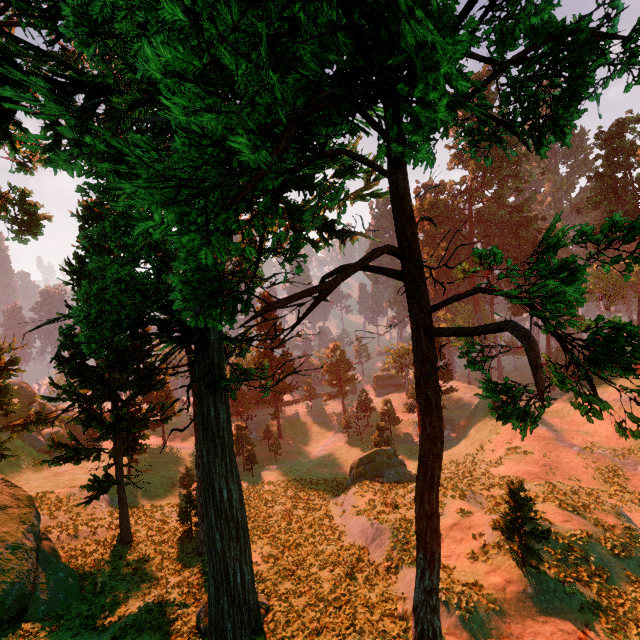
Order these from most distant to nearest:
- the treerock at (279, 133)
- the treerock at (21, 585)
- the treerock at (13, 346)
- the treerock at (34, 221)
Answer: the treerock at (13, 346), the treerock at (34, 221), the treerock at (21, 585), the treerock at (279, 133)

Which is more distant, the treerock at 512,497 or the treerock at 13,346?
the treerock at 13,346

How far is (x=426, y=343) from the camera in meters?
5.5

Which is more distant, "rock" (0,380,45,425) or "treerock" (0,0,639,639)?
"rock" (0,380,45,425)

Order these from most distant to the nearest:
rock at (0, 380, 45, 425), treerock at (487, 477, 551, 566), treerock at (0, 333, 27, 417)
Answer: rock at (0, 380, 45, 425)
treerock at (0, 333, 27, 417)
treerock at (487, 477, 551, 566)

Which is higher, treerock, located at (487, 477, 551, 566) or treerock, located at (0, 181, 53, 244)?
treerock, located at (0, 181, 53, 244)
